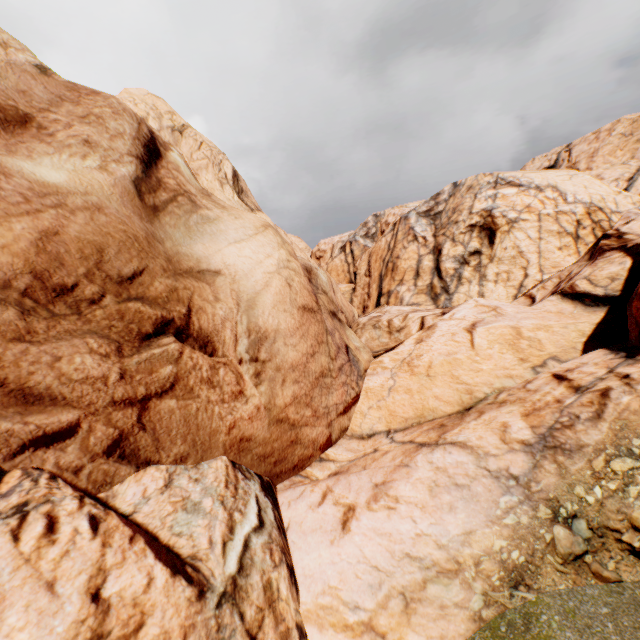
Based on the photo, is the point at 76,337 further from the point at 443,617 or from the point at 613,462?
the point at 613,462
